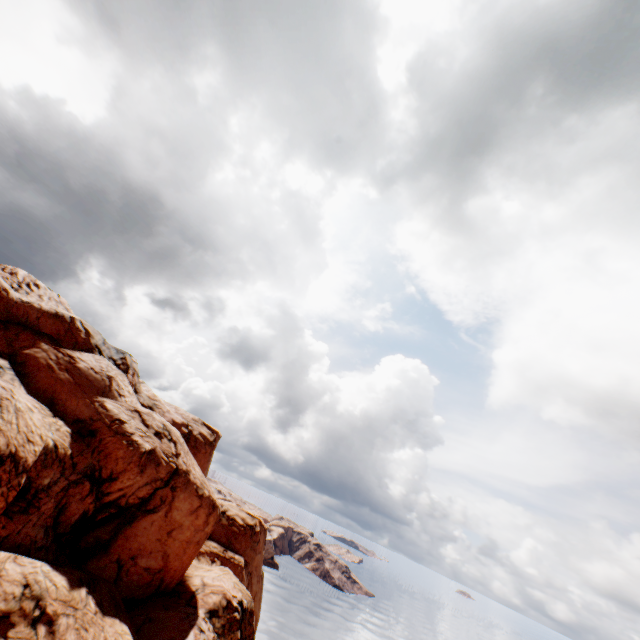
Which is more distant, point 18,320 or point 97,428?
point 18,320
